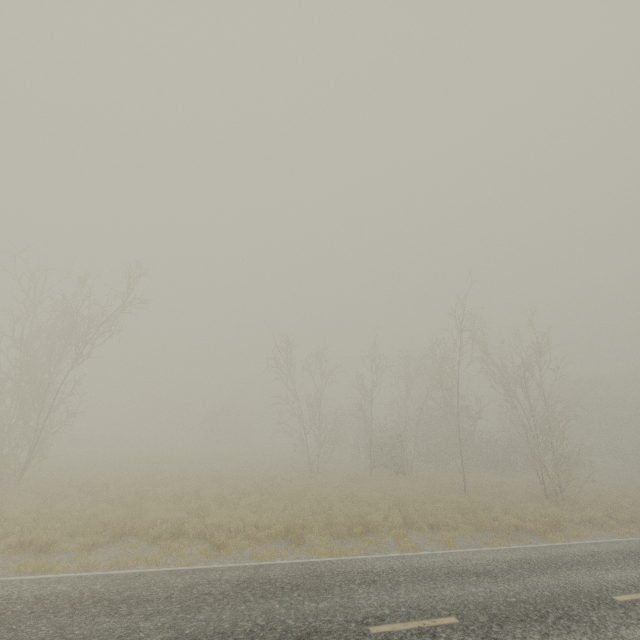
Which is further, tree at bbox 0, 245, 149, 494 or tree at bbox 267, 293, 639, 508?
tree at bbox 267, 293, 639, 508

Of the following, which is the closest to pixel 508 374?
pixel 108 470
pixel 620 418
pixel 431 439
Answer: pixel 431 439

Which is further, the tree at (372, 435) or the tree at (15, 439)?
the tree at (372, 435)
